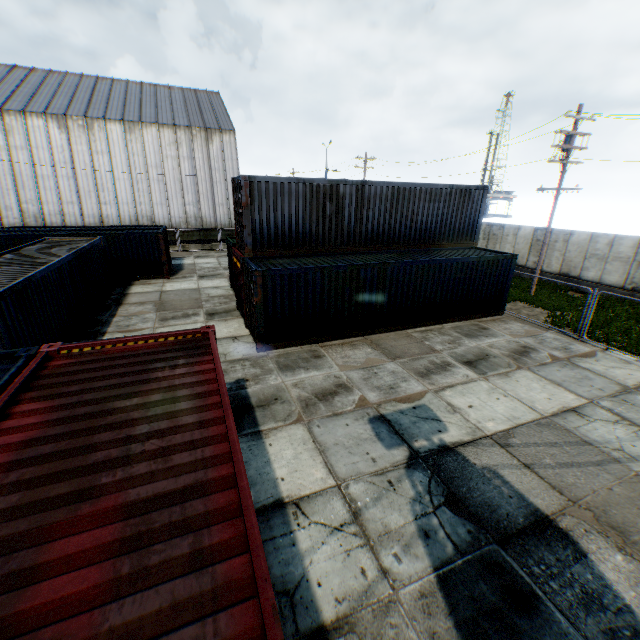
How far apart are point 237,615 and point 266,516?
4.1 meters

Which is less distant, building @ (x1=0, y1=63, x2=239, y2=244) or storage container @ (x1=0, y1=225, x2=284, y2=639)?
storage container @ (x1=0, y1=225, x2=284, y2=639)

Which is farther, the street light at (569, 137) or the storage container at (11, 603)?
the street light at (569, 137)

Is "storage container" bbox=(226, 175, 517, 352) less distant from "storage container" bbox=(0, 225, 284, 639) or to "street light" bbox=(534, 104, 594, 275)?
"street light" bbox=(534, 104, 594, 275)

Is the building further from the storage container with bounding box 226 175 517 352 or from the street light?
the storage container with bounding box 226 175 517 352

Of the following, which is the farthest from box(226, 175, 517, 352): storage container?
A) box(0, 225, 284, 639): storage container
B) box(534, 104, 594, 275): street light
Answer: box(0, 225, 284, 639): storage container

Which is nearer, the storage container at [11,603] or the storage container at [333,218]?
the storage container at [11,603]
